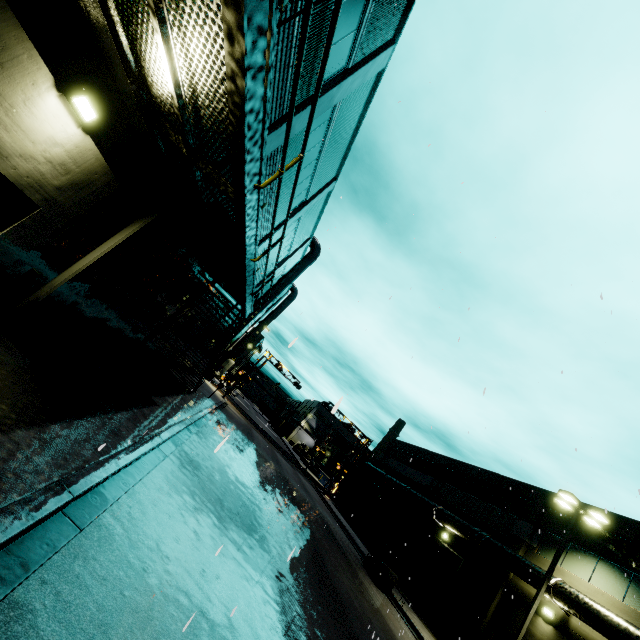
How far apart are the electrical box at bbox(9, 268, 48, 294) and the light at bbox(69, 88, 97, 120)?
3.3m

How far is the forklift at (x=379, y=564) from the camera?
18.7 meters

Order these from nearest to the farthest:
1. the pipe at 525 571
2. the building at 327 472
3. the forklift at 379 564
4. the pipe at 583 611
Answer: the pipe at 583 611 → the pipe at 525 571 → the forklift at 379 564 → the building at 327 472

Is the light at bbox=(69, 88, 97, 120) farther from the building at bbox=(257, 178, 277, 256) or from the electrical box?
the electrical box

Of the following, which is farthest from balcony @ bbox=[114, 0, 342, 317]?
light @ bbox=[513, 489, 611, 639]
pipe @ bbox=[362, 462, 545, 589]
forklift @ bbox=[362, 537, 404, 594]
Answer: forklift @ bbox=[362, 537, 404, 594]

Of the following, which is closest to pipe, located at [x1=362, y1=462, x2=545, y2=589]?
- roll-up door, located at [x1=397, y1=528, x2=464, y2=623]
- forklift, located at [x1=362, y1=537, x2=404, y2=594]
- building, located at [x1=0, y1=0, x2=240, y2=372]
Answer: building, located at [x1=0, y1=0, x2=240, y2=372]

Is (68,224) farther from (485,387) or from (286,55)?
(485,387)

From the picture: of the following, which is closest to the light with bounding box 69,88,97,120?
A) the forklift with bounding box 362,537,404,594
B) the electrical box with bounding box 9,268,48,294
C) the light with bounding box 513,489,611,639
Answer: the electrical box with bounding box 9,268,48,294
